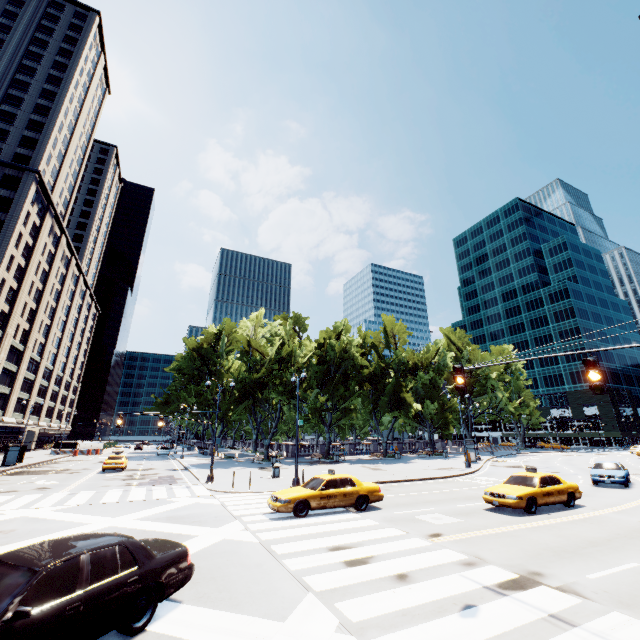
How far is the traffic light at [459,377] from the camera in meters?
9.2

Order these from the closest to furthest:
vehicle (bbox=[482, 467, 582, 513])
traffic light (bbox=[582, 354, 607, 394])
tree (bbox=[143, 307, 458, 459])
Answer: traffic light (bbox=[582, 354, 607, 394]) < vehicle (bbox=[482, 467, 582, 513]) < tree (bbox=[143, 307, 458, 459])

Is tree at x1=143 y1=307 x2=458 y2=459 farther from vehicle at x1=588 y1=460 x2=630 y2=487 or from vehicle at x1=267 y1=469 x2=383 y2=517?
vehicle at x1=267 y1=469 x2=383 y2=517

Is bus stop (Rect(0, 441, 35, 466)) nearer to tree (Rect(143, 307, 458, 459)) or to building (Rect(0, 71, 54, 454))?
tree (Rect(143, 307, 458, 459))

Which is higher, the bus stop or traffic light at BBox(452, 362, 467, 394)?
traffic light at BBox(452, 362, 467, 394)

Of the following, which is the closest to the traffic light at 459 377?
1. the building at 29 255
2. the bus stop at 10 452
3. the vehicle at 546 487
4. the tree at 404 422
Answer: the vehicle at 546 487

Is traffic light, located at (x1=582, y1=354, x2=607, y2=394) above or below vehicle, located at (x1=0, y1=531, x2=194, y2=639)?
above

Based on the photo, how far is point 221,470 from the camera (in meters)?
30.20
